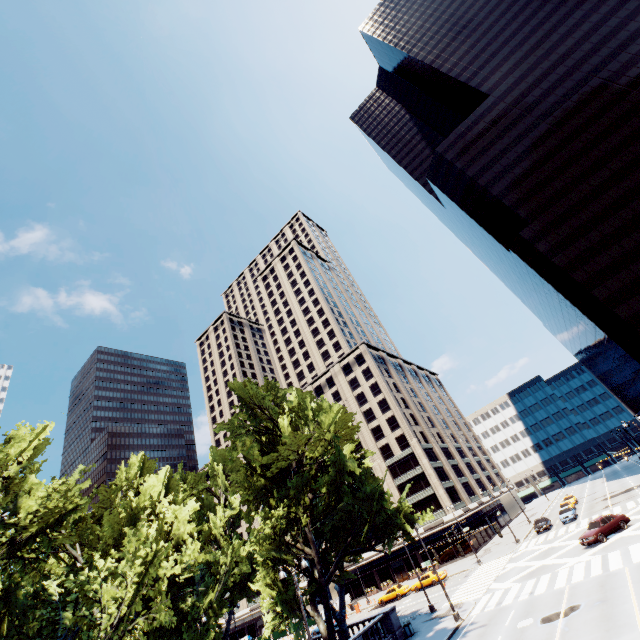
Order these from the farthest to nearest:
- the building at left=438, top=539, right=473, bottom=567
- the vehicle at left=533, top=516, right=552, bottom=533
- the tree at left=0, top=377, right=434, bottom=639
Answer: the building at left=438, top=539, right=473, bottom=567
the vehicle at left=533, top=516, right=552, bottom=533
the tree at left=0, top=377, right=434, bottom=639

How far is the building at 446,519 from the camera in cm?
5490

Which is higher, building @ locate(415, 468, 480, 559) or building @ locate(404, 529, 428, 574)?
building @ locate(415, 468, 480, 559)

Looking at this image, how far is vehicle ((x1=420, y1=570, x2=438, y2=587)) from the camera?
42.9m

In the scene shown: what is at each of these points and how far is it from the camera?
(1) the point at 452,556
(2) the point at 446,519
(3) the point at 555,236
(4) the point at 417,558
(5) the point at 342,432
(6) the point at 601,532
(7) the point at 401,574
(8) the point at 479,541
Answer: (1) building, 54.0m
(2) building, 55.7m
(3) building, 55.9m
(4) building, 57.2m
(5) tree, 34.4m
(6) vehicle, 28.2m
(7) door, 58.3m
(8) building, 55.6m

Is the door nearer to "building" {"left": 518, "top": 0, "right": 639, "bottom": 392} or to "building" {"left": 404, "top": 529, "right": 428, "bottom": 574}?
"building" {"left": 404, "top": 529, "right": 428, "bottom": 574}

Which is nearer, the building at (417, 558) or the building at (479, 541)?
the building at (479, 541)

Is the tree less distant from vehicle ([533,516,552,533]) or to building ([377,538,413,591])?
building ([377,538,413,591])
